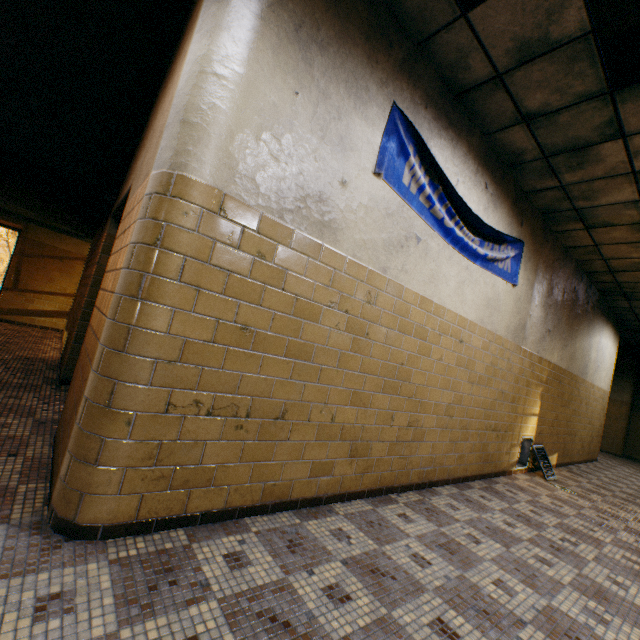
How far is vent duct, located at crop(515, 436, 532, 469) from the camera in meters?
5.3 m

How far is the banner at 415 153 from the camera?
2.7m

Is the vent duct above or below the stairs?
below

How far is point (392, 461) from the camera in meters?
3.2 m

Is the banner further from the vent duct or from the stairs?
the vent duct

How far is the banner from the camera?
2.7m

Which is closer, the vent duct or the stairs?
the stairs

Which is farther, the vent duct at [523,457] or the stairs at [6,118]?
the vent duct at [523,457]
